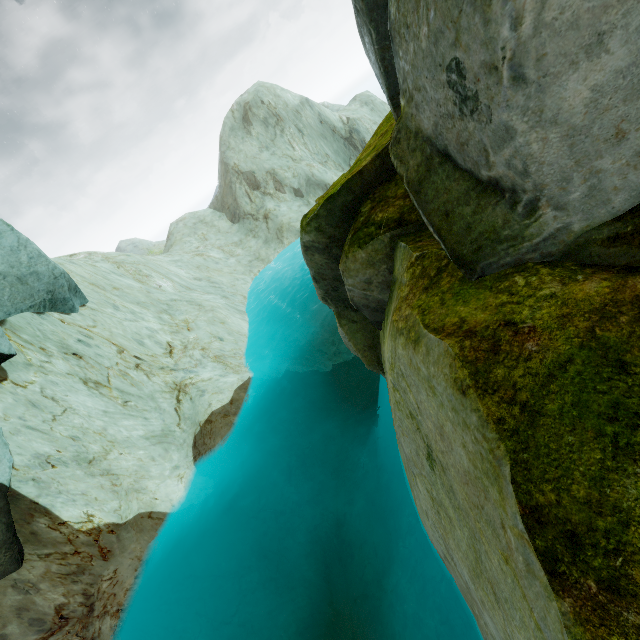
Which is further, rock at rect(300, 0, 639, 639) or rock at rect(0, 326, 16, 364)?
rock at rect(0, 326, 16, 364)

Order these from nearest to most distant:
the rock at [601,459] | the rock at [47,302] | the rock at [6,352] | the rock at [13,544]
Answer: the rock at [601,459]
the rock at [13,544]
the rock at [6,352]
the rock at [47,302]

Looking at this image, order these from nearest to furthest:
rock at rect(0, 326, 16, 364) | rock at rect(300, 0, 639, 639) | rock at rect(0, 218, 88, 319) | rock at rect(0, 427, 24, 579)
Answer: rock at rect(300, 0, 639, 639)
rock at rect(0, 427, 24, 579)
rock at rect(0, 326, 16, 364)
rock at rect(0, 218, 88, 319)

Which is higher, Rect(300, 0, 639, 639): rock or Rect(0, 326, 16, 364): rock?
Rect(0, 326, 16, 364): rock

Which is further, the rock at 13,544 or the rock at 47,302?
the rock at 47,302

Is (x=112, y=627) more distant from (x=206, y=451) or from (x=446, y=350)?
(x=446, y=350)
